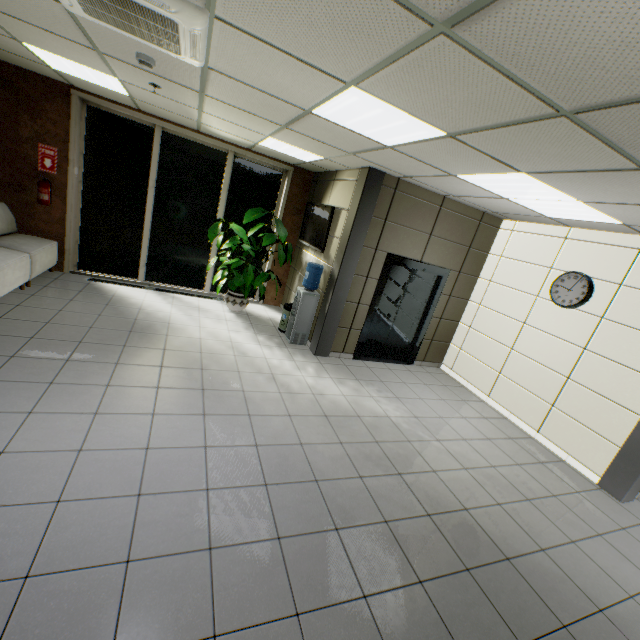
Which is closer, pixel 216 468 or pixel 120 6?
pixel 120 6

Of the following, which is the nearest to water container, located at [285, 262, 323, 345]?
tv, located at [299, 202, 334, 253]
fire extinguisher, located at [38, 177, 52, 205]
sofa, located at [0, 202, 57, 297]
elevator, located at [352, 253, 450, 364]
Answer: tv, located at [299, 202, 334, 253]

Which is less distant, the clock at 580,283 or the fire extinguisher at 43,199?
→ the clock at 580,283

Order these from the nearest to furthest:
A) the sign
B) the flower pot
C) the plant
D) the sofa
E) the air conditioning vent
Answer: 1. the air conditioning vent
2. the sofa
3. the sign
4. the plant
5. the flower pot

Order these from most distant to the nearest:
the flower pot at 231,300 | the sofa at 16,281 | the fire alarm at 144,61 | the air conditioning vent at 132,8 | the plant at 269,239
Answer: the flower pot at 231,300
the plant at 269,239
the sofa at 16,281
the fire alarm at 144,61
the air conditioning vent at 132,8

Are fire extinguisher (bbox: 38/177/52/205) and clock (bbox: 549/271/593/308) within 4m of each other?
no

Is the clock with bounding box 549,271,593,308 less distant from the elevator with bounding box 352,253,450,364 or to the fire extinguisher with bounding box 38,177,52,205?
the elevator with bounding box 352,253,450,364

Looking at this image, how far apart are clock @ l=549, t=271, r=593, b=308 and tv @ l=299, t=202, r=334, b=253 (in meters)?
3.81
